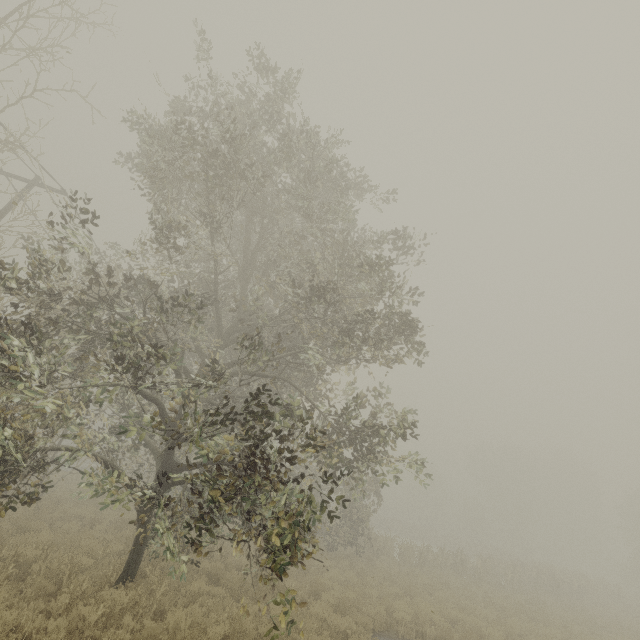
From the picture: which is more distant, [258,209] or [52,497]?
[52,497]
